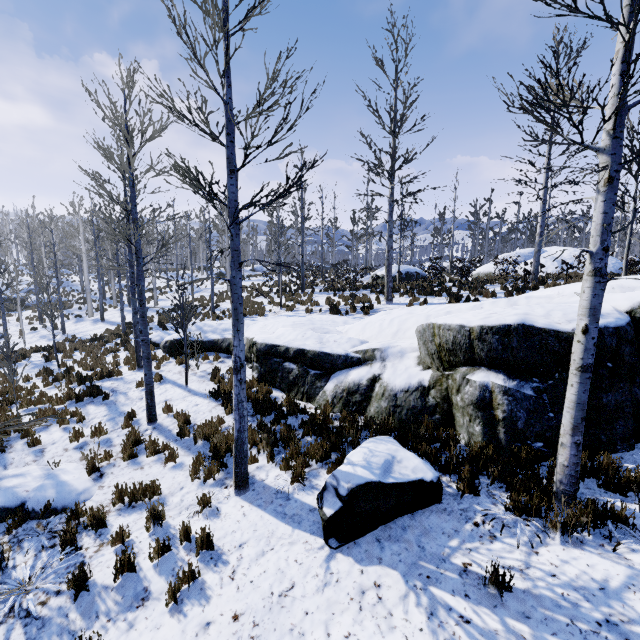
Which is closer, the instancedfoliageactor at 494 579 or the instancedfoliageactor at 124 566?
the instancedfoliageactor at 494 579

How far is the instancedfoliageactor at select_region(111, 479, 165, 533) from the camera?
5.2 meters

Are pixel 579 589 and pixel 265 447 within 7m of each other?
yes

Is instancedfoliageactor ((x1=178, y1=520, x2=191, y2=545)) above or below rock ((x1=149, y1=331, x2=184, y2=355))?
below

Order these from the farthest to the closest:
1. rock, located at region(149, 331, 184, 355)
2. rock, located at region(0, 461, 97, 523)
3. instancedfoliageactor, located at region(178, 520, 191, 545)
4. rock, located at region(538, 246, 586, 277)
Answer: rock, located at region(538, 246, 586, 277), rock, located at region(149, 331, 184, 355), rock, located at region(0, 461, 97, 523), instancedfoliageactor, located at region(178, 520, 191, 545)

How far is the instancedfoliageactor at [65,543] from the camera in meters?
5.0

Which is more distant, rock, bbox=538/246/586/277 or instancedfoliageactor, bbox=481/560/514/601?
rock, bbox=538/246/586/277

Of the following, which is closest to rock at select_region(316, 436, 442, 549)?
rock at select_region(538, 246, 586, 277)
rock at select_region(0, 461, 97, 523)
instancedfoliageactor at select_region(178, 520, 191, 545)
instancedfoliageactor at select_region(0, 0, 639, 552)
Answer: instancedfoliageactor at select_region(0, 0, 639, 552)
